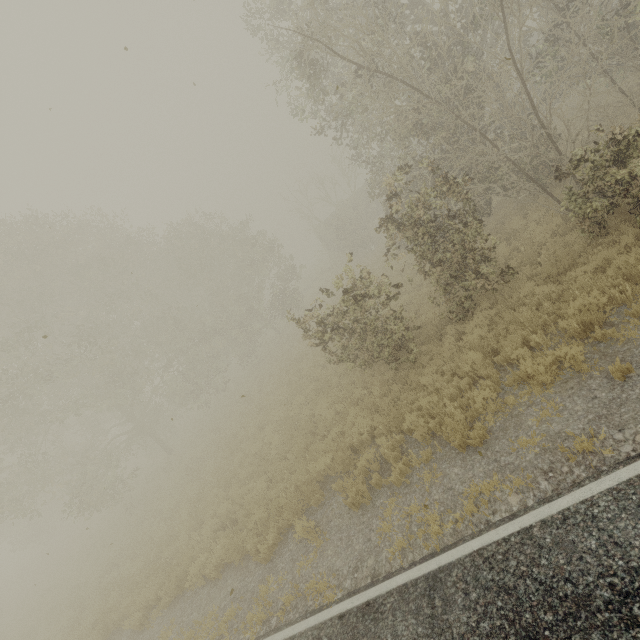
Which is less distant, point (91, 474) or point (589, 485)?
point (589, 485)
